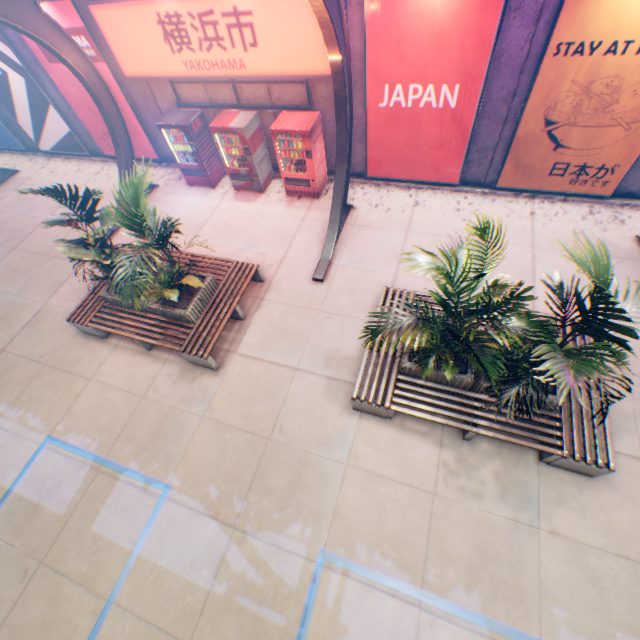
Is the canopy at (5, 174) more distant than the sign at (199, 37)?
Yes

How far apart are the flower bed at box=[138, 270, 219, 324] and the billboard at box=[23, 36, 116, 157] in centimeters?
651cm

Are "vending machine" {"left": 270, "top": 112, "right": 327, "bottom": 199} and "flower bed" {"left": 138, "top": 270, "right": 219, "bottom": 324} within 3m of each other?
no

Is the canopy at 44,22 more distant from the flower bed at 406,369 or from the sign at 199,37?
the flower bed at 406,369

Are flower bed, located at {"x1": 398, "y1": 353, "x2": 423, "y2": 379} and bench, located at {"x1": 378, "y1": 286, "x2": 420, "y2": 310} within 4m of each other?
yes

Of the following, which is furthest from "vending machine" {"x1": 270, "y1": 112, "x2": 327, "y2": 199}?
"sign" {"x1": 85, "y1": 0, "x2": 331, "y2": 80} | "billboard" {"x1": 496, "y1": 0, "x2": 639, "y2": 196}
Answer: "billboard" {"x1": 496, "y1": 0, "x2": 639, "y2": 196}

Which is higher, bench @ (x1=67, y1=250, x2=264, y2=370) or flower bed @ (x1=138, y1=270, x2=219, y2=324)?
flower bed @ (x1=138, y1=270, x2=219, y2=324)

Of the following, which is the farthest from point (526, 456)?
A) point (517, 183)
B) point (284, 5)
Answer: point (284, 5)
